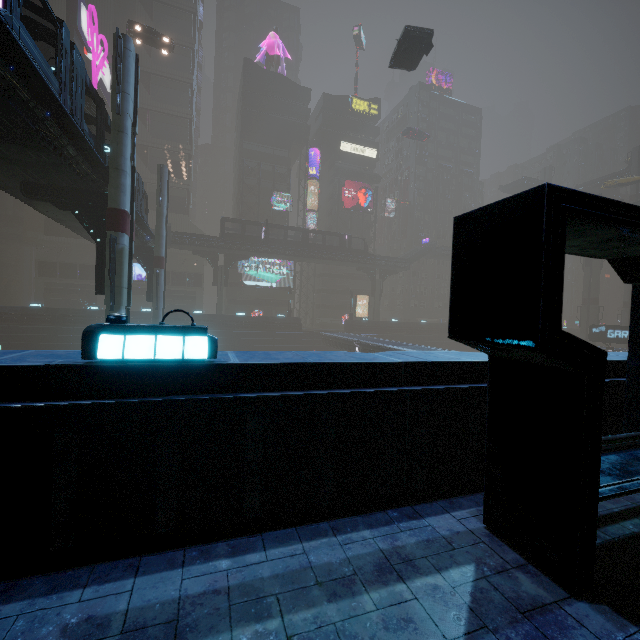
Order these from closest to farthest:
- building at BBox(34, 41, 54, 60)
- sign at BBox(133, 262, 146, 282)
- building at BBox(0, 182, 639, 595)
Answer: building at BBox(0, 182, 639, 595)
building at BBox(34, 41, 54, 60)
sign at BBox(133, 262, 146, 282)

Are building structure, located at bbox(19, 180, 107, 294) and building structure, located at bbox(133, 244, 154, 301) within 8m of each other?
no

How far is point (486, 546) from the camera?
3.7m

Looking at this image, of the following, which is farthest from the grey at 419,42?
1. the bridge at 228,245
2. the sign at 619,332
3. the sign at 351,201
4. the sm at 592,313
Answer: the sign at 619,332

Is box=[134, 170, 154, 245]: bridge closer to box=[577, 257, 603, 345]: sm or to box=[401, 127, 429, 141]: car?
box=[401, 127, 429, 141]: car

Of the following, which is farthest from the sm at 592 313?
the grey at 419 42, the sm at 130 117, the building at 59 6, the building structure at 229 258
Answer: the sm at 130 117

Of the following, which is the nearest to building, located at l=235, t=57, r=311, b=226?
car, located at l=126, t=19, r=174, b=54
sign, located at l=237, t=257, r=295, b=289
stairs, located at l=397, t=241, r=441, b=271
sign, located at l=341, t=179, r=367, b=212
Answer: sign, located at l=237, t=257, r=295, b=289

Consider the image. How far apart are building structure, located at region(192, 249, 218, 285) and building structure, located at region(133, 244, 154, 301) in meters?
16.5 m
